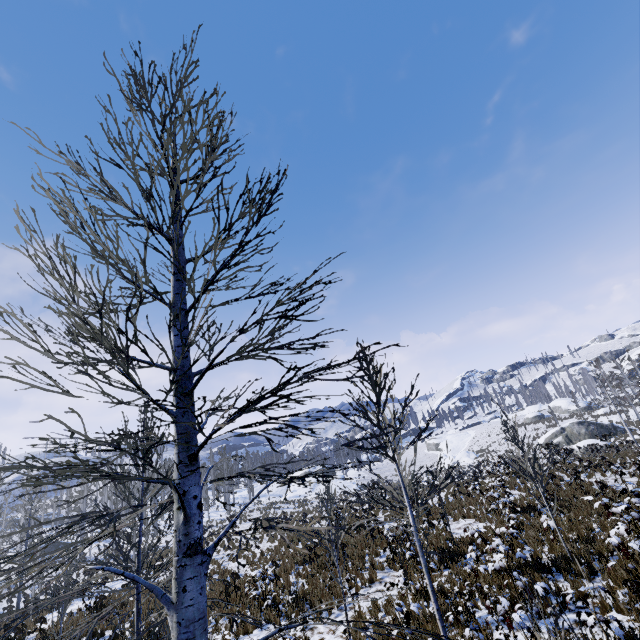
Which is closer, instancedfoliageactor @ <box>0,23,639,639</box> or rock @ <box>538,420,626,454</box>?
instancedfoliageactor @ <box>0,23,639,639</box>

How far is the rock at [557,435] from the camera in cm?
3988

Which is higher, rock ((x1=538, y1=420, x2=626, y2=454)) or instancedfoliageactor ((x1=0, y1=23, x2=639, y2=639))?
instancedfoliageactor ((x1=0, y1=23, x2=639, y2=639))

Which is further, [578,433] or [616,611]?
[578,433]

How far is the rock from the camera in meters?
39.9

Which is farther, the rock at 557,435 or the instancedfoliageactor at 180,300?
the rock at 557,435
